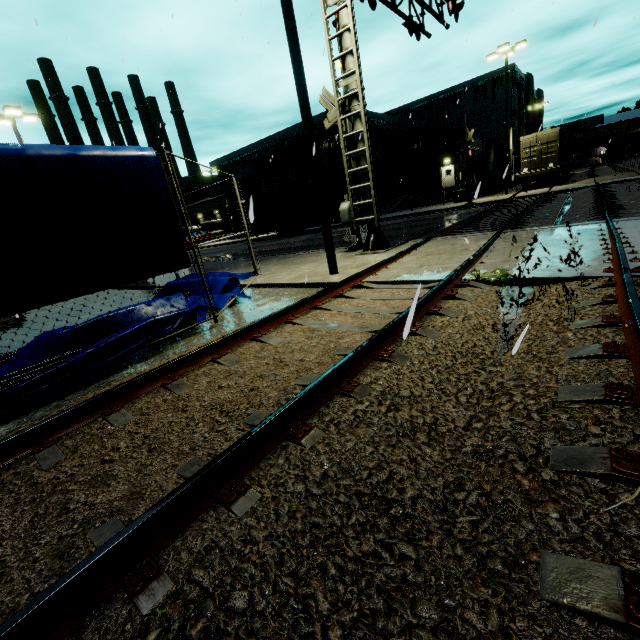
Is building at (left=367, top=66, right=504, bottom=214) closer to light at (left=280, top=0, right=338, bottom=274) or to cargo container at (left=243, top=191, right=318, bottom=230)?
cargo container at (left=243, top=191, right=318, bottom=230)

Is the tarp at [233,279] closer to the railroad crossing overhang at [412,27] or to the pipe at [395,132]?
the railroad crossing overhang at [412,27]

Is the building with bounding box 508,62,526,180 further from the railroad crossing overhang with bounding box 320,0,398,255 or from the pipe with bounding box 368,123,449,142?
the railroad crossing overhang with bounding box 320,0,398,255

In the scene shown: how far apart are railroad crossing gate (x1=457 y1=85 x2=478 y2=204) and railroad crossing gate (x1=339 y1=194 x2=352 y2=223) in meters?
13.6

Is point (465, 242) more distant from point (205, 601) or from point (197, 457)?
point (205, 601)

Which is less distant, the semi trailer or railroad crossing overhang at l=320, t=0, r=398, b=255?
railroad crossing overhang at l=320, t=0, r=398, b=255

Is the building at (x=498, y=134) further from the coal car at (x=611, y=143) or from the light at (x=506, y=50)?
the light at (x=506, y=50)

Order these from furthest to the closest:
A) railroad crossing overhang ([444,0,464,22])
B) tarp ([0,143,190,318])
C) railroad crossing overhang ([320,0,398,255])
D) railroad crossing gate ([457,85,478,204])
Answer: railroad crossing gate ([457,85,478,204]) → railroad crossing overhang ([444,0,464,22]) → railroad crossing overhang ([320,0,398,255]) → tarp ([0,143,190,318])
